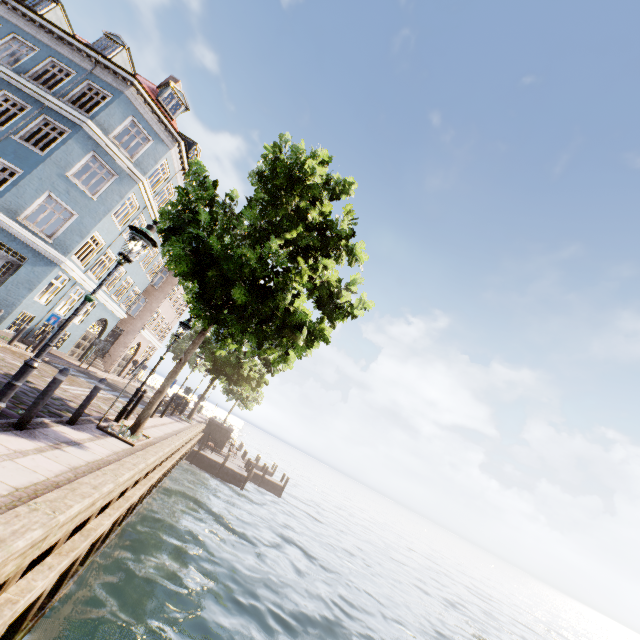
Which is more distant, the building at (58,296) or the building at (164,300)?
the building at (164,300)

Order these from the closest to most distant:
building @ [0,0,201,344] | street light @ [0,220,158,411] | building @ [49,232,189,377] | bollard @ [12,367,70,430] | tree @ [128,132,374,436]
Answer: street light @ [0,220,158,411]
bollard @ [12,367,70,430]
tree @ [128,132,374,436]
building @ [0,0,201,344]
building @ [49,232,189,377]

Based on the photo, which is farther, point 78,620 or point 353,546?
point 353,546

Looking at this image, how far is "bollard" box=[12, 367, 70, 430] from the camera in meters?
5.3 m

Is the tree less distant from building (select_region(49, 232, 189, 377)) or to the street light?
the street light

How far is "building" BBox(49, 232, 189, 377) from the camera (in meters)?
20.98

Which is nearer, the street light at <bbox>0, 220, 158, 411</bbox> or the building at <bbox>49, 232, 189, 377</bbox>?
the street light at <bbox>0, 220, 158, 411</bbox>

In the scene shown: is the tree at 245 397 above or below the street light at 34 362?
above
